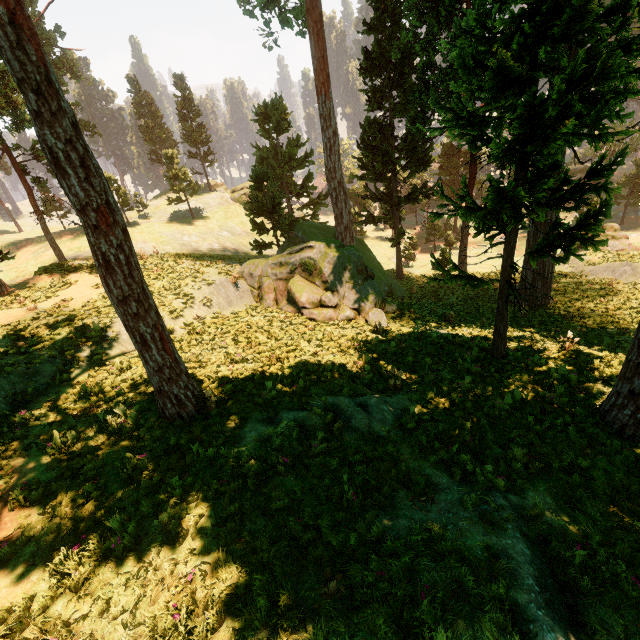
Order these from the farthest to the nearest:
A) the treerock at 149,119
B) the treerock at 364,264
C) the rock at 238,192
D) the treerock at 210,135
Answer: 1. the rock at 238,192
2. the treerock at 210,135
3. the treerock at 149,119
4. the treerock at 364,264

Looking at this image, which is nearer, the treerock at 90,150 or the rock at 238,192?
the treerock at 90,150

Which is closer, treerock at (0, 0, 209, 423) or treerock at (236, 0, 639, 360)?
treerock at (0, 0, 209, 423)

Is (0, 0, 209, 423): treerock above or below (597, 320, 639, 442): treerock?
above

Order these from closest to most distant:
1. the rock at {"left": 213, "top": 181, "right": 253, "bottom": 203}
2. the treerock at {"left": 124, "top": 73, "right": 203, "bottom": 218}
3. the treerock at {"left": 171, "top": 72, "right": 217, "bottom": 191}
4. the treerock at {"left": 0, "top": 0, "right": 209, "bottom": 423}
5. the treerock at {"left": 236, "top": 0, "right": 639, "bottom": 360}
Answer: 1. the treerock at {"left": 0, "top": 0, "right": 209, "bottom": 423}
2. the treerock at {"left": 236, "top": 0, "right": 639, "bottom": 360}
3. the treerock at {"left": 124, "top": 73, "right": 203, "bottom": 218}
4. the treerock at {"left": 171, "top": 72, "right": 217, "bottom": 191}
5. the rock at {"left": 213, "top": 181, "right": 253, "bottom": 203}

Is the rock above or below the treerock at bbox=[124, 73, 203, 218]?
below

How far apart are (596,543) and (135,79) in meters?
68.6

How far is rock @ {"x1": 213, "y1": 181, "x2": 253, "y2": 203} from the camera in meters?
49.8 m
